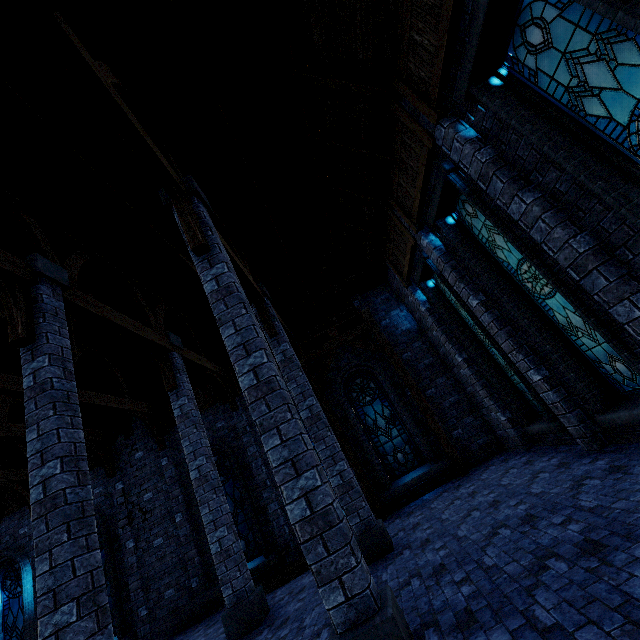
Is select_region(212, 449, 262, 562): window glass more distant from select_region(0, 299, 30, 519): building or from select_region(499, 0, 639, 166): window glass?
select_region(499, 0, 639, 166): window glass

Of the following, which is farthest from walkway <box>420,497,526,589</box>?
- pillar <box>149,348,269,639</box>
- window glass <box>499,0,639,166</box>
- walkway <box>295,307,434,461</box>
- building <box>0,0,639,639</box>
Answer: pillar <box>149,348,269,639</box>

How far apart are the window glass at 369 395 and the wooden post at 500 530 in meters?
0.8 m

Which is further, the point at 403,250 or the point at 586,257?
the point at 403,250

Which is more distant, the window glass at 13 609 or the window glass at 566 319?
the window glass at 13 609

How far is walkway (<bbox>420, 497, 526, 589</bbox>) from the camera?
3.9m

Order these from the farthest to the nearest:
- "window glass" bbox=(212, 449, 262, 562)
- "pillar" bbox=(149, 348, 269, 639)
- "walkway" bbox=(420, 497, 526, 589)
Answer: "window glass" bbox=(212, 449, 262, 562)
"pillar" bbox=(149, 348, 269, 639)
"walkway" bbox=(420, 497, 526, 589)

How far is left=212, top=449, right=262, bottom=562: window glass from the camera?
10.6 meters
